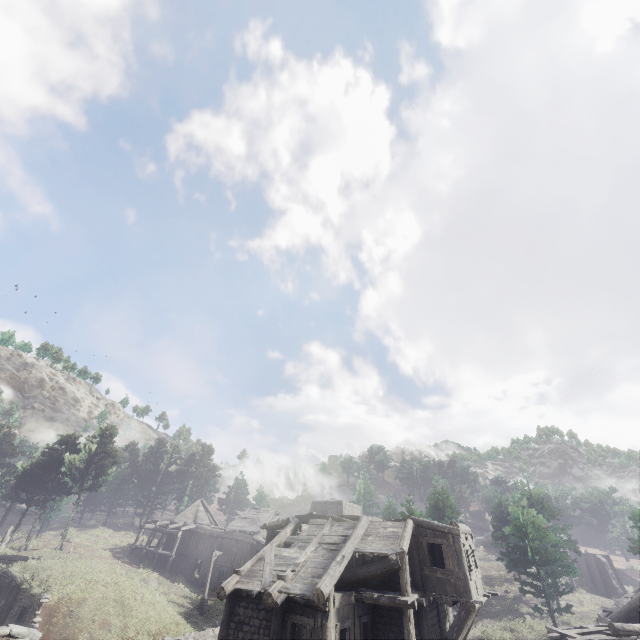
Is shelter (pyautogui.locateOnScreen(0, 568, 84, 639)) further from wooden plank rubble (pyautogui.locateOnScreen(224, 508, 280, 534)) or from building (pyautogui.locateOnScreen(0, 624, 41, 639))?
wooden plank rubble (pyautogui.locateOnScreen(224, 508, 280, 534))

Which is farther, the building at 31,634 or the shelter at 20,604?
the shelter at 20,604

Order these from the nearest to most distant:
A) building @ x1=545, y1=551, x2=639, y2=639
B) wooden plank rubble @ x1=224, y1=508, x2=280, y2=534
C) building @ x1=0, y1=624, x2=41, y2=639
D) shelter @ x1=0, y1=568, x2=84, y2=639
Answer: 1. building @ x1=0, y1=624, x2=41, y2=639
2. building @ x1=545, y1=551, x2=639, y2=639
3. shelter @ x1=0, y1=568, x2=84, y2=639
4. wooden plank rubble @ x1=224, y1=508, x2=280, y2=534

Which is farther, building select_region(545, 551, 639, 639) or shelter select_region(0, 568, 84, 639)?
shelter select_region(0, 568, 84, 639)

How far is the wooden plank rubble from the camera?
39.7m

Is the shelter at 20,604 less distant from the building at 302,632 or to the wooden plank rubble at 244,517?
the building at 302,632

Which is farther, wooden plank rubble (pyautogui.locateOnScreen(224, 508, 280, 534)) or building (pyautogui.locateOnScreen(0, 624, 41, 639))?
wooden plank rubble (pyautogui.locateOnScreen(224, 508, 280, 534))

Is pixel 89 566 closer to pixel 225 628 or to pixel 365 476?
pixel 225 628
